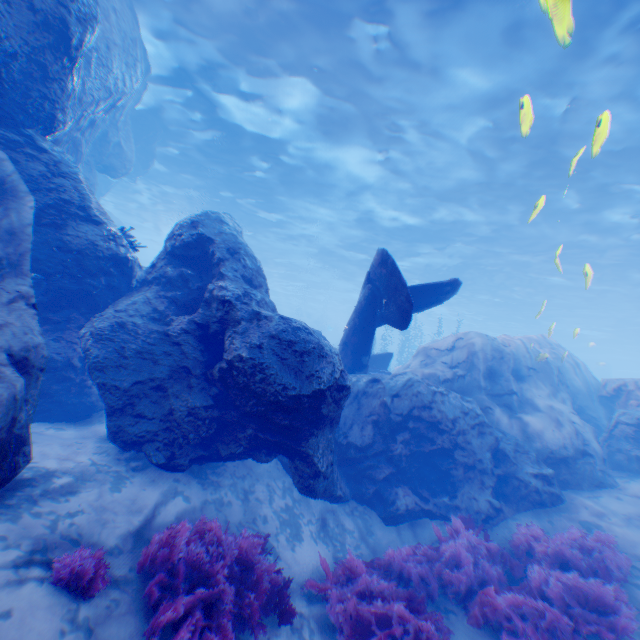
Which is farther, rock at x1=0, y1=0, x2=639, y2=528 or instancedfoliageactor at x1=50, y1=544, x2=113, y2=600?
rock at x1=0, y1=0, x2=639, y2=528

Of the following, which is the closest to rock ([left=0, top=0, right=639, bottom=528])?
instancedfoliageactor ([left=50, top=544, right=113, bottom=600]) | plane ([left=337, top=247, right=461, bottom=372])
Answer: plane ([left=337, top=247, right=461, bottom=372])

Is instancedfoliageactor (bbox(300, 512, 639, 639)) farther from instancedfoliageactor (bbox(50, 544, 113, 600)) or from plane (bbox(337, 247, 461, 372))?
plane (bbox(337, 247, 461, 372))

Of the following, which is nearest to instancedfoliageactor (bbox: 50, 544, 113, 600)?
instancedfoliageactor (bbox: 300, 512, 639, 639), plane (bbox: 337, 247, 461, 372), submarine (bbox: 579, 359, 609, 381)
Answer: instancedfoliageactor (bbox: 300, 512, 639, 639)

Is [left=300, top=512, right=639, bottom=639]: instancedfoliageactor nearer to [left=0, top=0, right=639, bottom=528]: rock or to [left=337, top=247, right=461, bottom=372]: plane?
[left=0, top=0, right=639, bottom=528]: rock

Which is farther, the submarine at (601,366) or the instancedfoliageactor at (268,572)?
the submarine at (601,366)

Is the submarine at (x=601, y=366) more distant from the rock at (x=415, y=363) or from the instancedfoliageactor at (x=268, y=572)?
the instancedfoliageactor at (x=268, y=572)

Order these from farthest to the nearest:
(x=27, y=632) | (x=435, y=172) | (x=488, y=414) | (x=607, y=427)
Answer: (x=435, y=172), (x=607, y=427), (x=488, y=414), (x=27, y=632)
